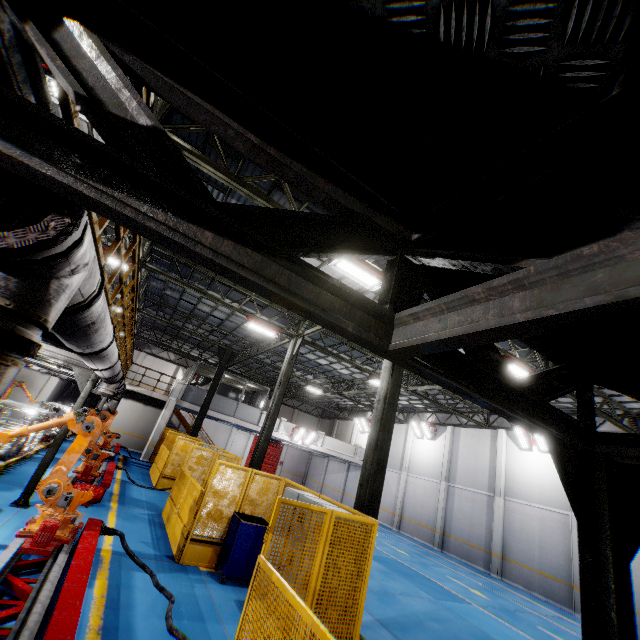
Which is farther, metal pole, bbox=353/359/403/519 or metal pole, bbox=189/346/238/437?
metal pole, bbox=189/346/238/437

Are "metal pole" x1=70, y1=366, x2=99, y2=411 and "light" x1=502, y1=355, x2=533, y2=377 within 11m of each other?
no

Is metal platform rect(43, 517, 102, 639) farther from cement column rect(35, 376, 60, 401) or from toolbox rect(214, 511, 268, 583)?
cement column rect(35, 376, 60, 401)

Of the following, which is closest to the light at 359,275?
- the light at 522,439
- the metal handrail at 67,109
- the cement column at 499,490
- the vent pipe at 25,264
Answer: the metal handrail at 67,109

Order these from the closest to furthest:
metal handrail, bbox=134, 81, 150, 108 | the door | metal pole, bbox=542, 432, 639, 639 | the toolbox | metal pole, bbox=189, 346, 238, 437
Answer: metal pole, bbox=542, 432, 639, 639 < metal handrail, bbox=134, 81, 150, 108 < the toolbox < metal pole, bbox=189, 346, 238, 437 < the door

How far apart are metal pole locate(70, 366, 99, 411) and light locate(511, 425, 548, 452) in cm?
2090

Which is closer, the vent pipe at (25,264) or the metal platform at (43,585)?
the vent pipe at (25,264)

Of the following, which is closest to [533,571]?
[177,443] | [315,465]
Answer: [177,443]
